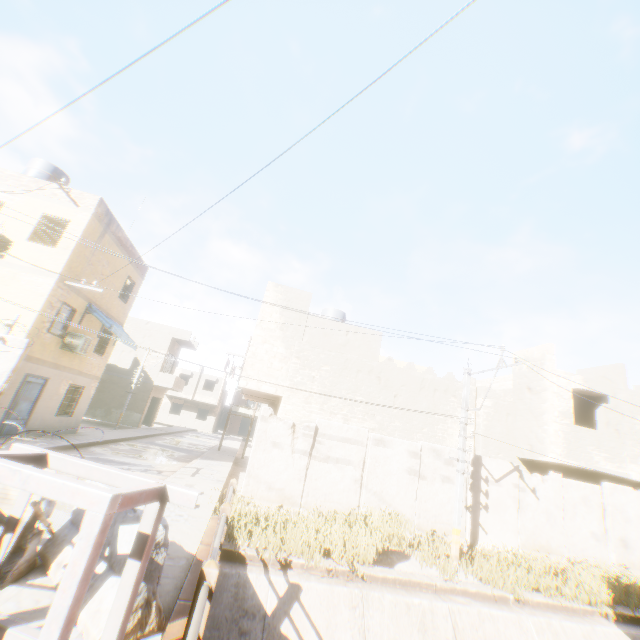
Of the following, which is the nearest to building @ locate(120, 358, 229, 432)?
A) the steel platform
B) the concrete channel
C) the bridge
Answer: the concrete channel

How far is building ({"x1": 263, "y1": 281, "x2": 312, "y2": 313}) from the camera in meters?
14.7

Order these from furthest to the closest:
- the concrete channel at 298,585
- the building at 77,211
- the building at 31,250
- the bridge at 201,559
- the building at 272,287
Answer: the building at 272,287 < the building at 77,211 < the building at 31,250 < the concrete channel at 298,585 < the bridge at 201,559

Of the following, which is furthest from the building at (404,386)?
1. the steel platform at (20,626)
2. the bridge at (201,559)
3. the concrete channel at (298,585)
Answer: the steel platform at (20,626)

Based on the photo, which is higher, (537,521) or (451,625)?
(537,521)

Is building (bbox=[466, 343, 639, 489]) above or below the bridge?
above
